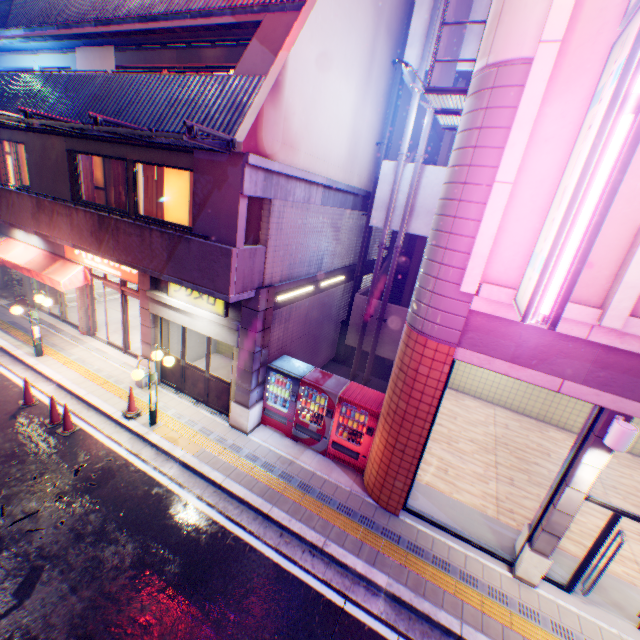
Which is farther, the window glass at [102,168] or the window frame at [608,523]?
the window glass at [102,168]

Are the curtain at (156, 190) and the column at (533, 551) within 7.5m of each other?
no

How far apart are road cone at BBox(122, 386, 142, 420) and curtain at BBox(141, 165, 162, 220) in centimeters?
504cm

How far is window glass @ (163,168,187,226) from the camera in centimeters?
952cm

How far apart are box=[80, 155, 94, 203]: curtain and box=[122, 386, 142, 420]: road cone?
6.8 meters

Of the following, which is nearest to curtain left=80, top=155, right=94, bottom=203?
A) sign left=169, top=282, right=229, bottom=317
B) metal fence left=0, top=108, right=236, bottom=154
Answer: metal fence left=0, top=108, right=236, bottom=154

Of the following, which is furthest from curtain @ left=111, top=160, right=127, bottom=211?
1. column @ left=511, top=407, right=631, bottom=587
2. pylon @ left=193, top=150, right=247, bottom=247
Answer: column @ left=511, top=407, right=631, bottom=587

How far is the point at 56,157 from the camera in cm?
1090
